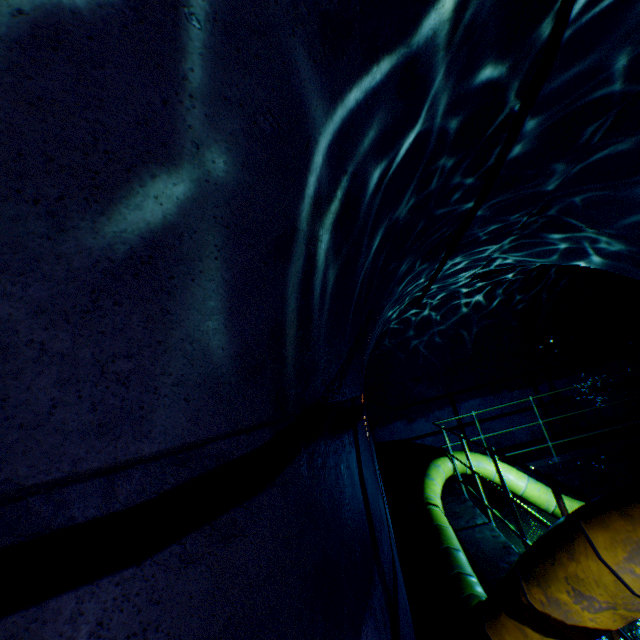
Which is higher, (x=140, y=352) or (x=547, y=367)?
(x=140, y=352)

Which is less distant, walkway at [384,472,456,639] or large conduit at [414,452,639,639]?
large conduit at [414,452,639,639]

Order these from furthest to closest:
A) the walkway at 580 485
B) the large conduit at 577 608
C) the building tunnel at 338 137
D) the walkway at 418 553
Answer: the walkway at 580 485 < the walkway at 418 553 < the large conduit at 577 608 < the building tunnel at 338 137

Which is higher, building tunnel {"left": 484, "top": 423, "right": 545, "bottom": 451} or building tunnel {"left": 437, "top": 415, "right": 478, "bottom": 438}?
building tunnel {"left": 437, "top": 415, "right": 478, "bottom": 438}

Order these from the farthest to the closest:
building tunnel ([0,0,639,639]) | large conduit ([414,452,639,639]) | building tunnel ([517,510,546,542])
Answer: building tunnel ([517,510,546,542]) < large conduit ([414,452,639,639]) < building tunnel ([0,0,639,639])

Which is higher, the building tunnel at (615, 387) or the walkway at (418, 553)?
the building tunnel at (615, 387)

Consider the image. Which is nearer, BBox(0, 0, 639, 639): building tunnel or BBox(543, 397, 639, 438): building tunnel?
BBox(0, 0, 639, 639): building tunnel

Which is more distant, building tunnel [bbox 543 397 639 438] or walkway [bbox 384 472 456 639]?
building tunnel [bbox 543 397 639 438]
